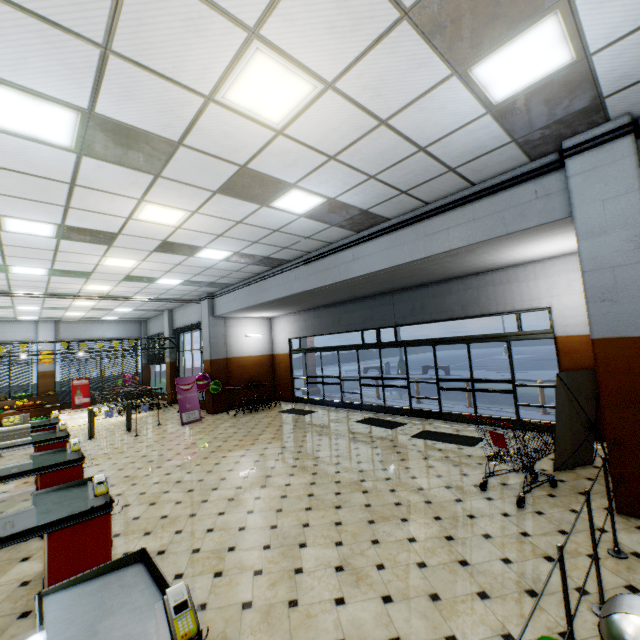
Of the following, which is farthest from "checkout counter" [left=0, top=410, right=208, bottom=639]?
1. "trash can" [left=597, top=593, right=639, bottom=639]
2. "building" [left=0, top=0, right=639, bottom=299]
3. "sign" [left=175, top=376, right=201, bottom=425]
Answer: "sign" [left=175, top=376, right=201, bottom=425]

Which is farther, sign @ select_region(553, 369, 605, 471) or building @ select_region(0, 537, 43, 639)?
sign @ select_region(553, 369, 605, 471)

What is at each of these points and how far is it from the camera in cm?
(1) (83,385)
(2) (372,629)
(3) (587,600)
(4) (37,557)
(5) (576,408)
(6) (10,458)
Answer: (1) sign, 1812
(2) building, 269
(3) building, 281
(4) building, 408
(5) sign, 540
(6) building, 877

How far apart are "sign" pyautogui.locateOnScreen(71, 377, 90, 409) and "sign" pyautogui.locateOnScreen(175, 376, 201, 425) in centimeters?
999cm

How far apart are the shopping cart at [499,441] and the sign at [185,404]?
9.8m

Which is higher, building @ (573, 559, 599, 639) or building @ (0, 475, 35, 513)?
building @ (0, 475, 35, 513)

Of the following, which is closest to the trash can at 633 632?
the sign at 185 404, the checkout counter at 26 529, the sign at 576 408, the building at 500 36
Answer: the building at 500 36

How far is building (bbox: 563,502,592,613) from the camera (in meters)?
2.95
